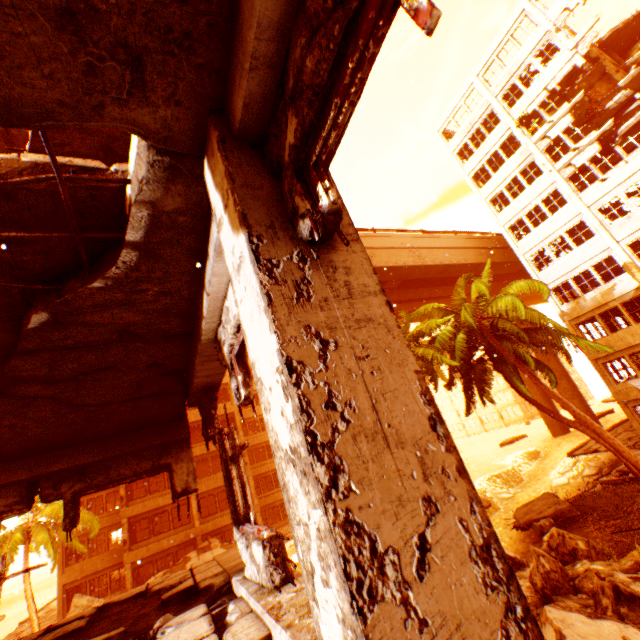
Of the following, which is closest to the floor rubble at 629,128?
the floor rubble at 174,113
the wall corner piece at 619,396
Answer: the wall corner piece at 619,396

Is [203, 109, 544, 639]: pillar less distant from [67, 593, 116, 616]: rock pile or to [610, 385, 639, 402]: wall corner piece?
[67, 593, 116, 616]: rock pile

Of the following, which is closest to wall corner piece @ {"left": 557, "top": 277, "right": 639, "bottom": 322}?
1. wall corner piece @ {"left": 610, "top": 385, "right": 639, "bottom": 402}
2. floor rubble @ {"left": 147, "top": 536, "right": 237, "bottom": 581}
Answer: wall corner piece @ {"left": 610, "top": 385, "right": 639, "bottom": 402}

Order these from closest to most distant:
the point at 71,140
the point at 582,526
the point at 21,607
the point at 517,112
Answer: the point at 71,140 < the point at 582,526 < the point at 517,112 < the point at 21,607

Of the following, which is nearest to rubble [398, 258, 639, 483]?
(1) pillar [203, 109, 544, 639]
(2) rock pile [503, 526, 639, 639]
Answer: (2) rock pile [503, 526, 639, 639]

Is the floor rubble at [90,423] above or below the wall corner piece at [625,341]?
above

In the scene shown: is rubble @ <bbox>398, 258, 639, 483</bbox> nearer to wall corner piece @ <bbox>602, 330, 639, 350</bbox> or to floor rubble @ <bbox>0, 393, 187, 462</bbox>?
wall corner piece @ <bbox>602, 330, 639, 350</bbox>

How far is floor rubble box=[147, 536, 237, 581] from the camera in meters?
22.4 m
